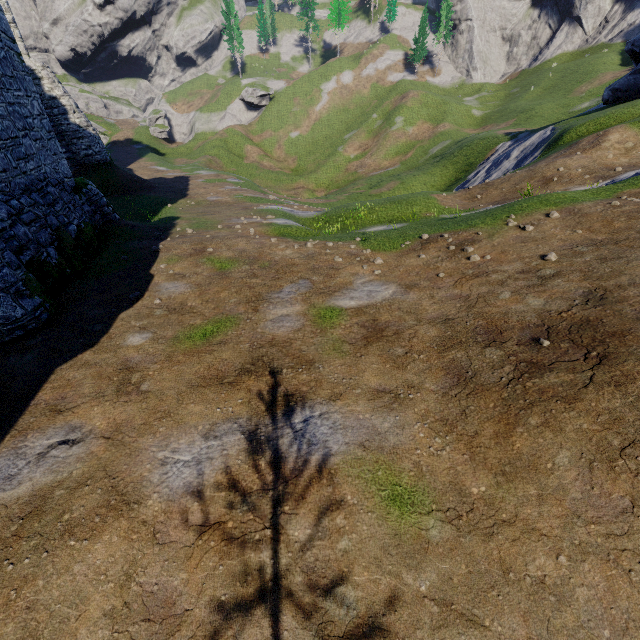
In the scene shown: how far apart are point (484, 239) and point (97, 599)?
12.4m
